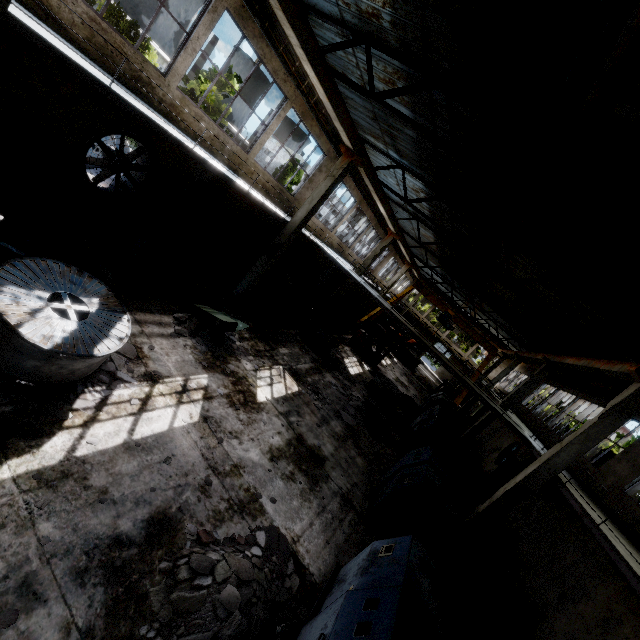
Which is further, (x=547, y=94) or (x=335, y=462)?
(x=335, y=462)

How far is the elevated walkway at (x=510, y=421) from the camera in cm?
1335

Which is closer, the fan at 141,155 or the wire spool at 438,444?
the fan at 141,155

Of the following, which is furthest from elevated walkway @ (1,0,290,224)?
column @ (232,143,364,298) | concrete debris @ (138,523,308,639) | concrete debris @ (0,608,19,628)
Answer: concrete debris @ (0,608,19,628)

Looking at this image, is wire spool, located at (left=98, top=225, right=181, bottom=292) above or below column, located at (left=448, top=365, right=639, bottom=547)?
below

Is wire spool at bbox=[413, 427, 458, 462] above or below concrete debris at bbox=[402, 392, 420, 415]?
above

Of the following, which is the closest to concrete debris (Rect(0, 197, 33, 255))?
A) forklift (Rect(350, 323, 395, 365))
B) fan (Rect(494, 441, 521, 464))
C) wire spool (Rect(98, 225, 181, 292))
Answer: wire spool (Rect(98, 225, 181, 292))

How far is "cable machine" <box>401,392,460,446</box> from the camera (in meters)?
14.77
